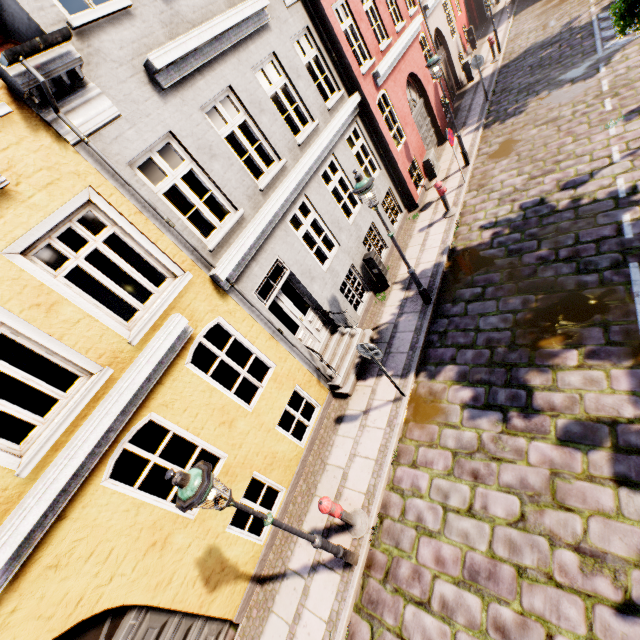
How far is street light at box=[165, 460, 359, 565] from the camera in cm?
343

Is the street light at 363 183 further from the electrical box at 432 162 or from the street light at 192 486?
the electrical box at 432 162

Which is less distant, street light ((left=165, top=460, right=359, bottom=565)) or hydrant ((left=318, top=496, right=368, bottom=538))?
street light ((left=165, top=460, right=359, bottom=565))

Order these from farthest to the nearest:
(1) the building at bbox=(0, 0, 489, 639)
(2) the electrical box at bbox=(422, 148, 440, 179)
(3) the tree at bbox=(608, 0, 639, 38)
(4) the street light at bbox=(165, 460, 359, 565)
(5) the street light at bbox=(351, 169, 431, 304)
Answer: (2) the electrical box at bbox=(422, 148, 440, 179) < (5) the street light at bbox=(351, 169, 431, 304) < (3) the tree at bbox=(608, 0, 639, 38) < (1) the building at bbox=(0, 0, 489, 639) < (4) the street light at bbox=(165, 460, 359, 565)

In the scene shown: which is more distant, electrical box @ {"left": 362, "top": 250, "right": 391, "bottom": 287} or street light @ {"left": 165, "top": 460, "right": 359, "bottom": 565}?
electrical box @ {"left": 362, "top": 250, "right": 391, "bottom": 287}

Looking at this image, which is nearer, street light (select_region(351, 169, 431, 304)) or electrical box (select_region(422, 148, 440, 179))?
street light (select_region(351, 169, 431, 304))

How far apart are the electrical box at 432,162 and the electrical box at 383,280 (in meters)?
5.77

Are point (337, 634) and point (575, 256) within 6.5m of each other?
no
